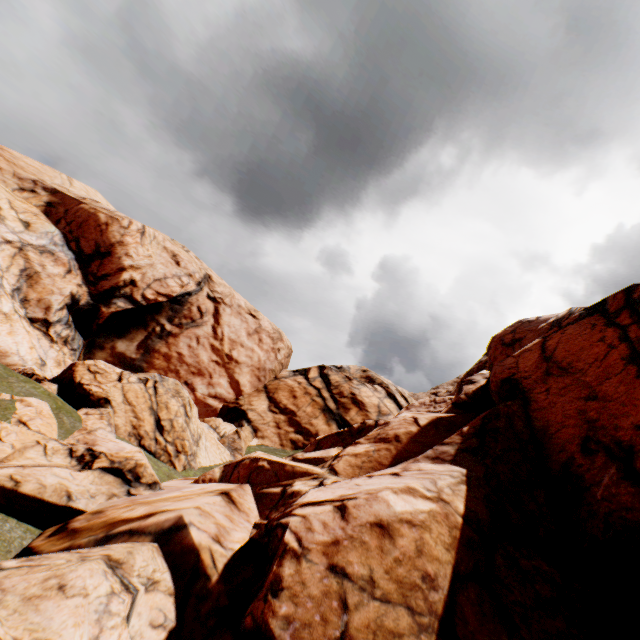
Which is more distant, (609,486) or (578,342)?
(578,342)
